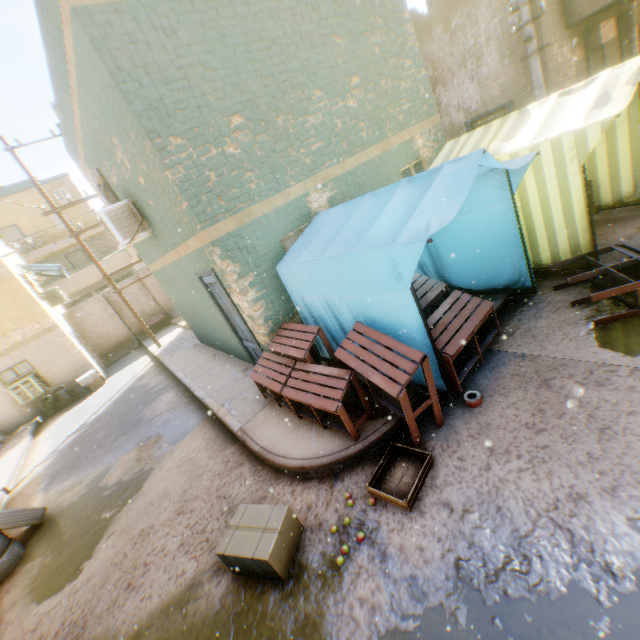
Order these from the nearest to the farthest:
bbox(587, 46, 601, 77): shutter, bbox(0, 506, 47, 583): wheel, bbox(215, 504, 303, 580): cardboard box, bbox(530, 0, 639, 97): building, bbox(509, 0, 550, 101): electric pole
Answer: bbox(215, 504, 303, 580): cardboard box
bbox(0, 506, 47, 583): wheel
bbox(509, 0, 550, 101): electric pole
bbox(530, 0, 639, 97): building
bbox(587, 46, 601, 77): shutter

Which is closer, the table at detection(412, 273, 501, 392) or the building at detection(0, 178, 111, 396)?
the table at detection(412, 273, 501, 392)

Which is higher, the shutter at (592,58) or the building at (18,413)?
the shutter at (592,58)

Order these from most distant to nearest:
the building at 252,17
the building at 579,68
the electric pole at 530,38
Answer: the building at 579,68, the electric pole at 530,38, the building at 252,17

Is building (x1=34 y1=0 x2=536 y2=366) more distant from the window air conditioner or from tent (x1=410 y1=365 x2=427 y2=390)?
the window air conditioner

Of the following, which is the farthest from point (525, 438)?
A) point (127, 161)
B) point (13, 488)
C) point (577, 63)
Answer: point (577, 63)

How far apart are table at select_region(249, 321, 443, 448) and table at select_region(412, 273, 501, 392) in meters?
0.2

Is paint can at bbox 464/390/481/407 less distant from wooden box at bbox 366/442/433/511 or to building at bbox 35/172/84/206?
wooden box at bbox 366/442/433/511
